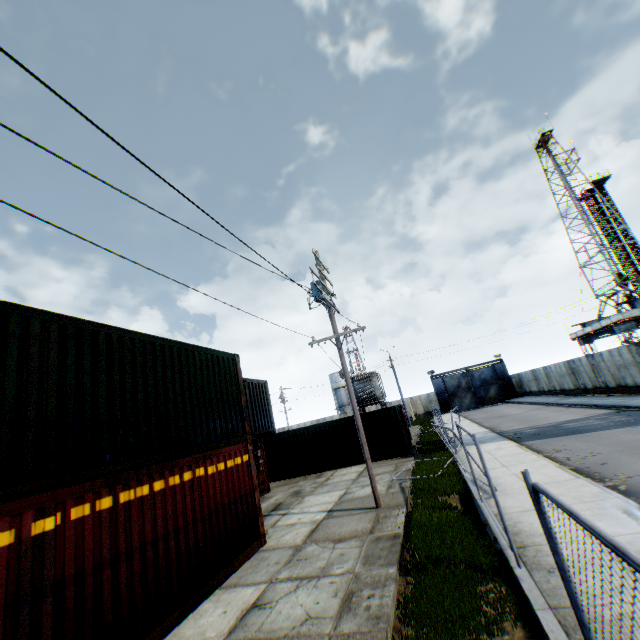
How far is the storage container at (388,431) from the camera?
20.0 meters

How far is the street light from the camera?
12.1 meters

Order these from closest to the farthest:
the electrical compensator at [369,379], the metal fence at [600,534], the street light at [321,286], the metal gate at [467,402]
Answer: the metal fence at [600,534] → the street light at [321,286] → the electrical compensator at [369,379] → the metal gate at [467,402]

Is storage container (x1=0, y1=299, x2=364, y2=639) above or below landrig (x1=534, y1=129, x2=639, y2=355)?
below

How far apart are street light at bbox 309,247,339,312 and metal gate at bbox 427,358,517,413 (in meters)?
42.53

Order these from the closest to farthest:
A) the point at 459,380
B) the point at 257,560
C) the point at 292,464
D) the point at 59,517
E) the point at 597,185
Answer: the point at 59,517 → the point at 257,560 → the point at 292,464 → the point at 597,185 → the point at 459,380

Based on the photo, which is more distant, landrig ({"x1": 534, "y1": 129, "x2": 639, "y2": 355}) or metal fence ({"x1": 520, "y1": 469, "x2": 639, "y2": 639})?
landrig ({"x1": 534, "y1": 129, "x2": 639, "y2": 355})

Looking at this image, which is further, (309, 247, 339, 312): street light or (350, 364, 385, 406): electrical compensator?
(350, 364, 385, 406): electrical compensator
